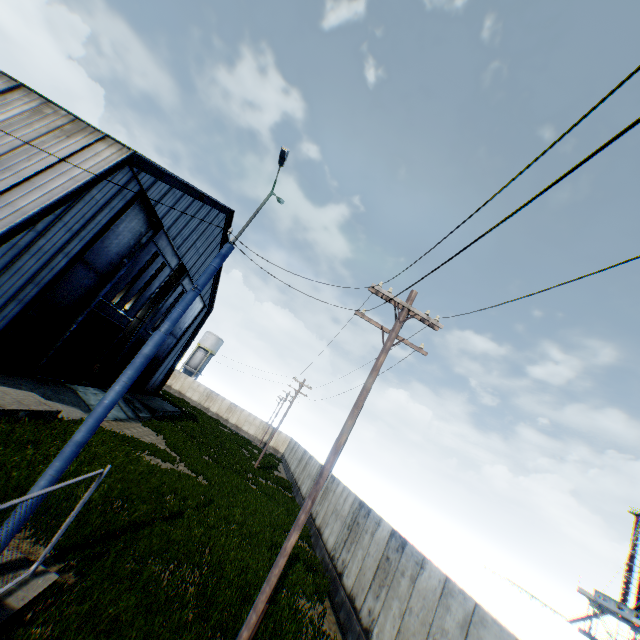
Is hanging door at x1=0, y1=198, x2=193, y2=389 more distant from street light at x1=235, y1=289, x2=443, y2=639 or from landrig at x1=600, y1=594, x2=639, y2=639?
landrig at x1=600, y1=594, x2=639, y2=639

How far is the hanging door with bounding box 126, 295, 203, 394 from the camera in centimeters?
2912cm

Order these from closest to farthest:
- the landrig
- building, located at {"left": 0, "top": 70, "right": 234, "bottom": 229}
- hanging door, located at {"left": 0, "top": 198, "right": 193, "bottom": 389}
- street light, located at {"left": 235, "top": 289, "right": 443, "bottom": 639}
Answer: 1. street light, located at {"left": 235, "top": 289, "right": 443, "bottom": 639}
2. building, located at {"left": 0, "top": 70, "right": 234, "bottom": 229}
3. hanging door, located at {"left": 0, "top": 198, "right": 193, "bottom": 389}
4. the landrig

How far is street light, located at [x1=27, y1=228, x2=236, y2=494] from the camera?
6.06m

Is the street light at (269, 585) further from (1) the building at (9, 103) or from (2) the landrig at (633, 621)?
(2) the landrig at (633, 621)

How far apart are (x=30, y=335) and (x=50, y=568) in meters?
13.0 m

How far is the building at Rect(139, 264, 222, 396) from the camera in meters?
31.8

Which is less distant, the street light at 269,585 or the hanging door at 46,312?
the street light at 269,585
